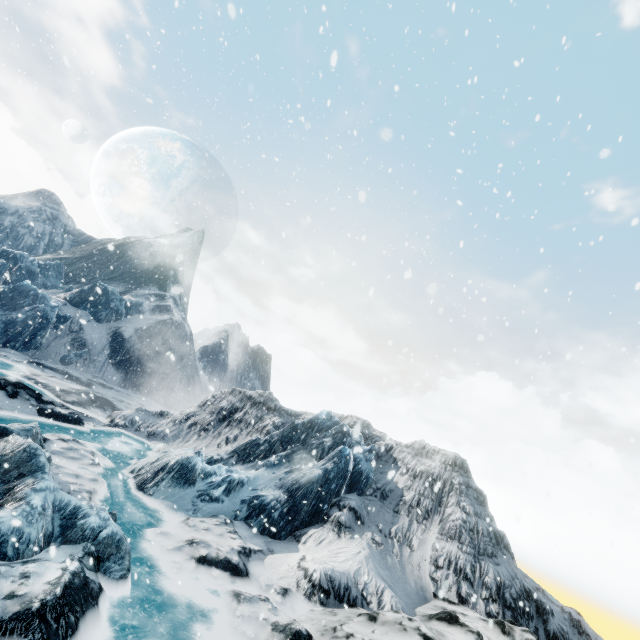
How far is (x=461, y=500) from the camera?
13.32m
